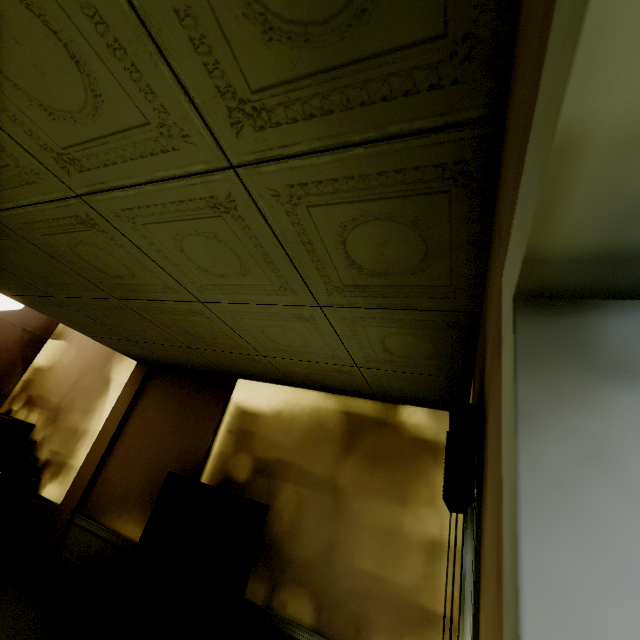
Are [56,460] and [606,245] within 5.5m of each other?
no

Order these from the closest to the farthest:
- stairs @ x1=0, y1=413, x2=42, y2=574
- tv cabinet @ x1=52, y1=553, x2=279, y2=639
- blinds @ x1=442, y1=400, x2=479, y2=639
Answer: blinds @ x1=442, y1=400, x2=479, y2=639 → tv cabinet @ x1=52, y1=553, x2=279, y2=639 → stairs @ x1=0, y1=413, x2=42, y2=574

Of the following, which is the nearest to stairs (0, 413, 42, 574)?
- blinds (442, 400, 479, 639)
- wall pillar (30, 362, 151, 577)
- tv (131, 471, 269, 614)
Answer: wall pillar (30, 362, 151, 577)

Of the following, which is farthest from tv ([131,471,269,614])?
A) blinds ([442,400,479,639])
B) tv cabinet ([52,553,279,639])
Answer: blinds ([442,400,479,639])

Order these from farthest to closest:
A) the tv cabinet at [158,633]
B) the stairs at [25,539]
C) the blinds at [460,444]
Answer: the stairs at [25,539], the tv cabinet at [158,633], the blinds at [460,444]

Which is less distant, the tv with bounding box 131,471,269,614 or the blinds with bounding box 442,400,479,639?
the blinds with bounding box 442,400,479,639

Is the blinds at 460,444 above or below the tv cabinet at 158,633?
above

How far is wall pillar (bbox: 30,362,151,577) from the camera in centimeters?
404cm
